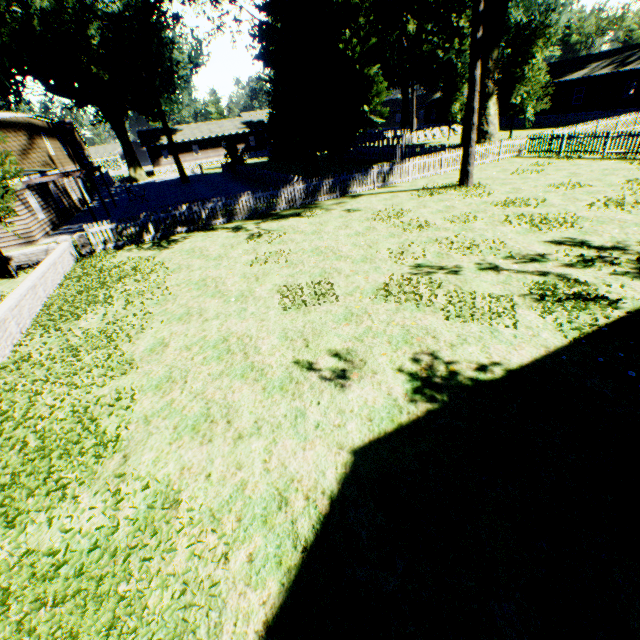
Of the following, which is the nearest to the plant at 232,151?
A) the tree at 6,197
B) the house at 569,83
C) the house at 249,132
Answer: the house at 569,83

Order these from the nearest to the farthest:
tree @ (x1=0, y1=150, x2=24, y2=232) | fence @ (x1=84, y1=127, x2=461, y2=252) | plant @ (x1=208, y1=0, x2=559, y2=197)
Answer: tree @ (x1=0, y1=150, x2=24, y2=232) < fence @ (x1=84, y1=127, x2=461, y2=252) < plant @ (x1=208, y1=0, x2=559, y2=197)

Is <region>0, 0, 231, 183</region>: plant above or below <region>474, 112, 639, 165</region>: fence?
above

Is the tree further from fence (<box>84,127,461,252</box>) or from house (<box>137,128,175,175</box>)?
house (<box>137,128,175,175</box>)

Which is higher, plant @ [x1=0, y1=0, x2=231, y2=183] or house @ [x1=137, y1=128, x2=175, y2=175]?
plant @ [x1=0, y1=0, x2=231, y2=183]

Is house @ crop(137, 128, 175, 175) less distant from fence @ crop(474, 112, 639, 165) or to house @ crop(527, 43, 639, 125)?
fence @ crop(474, 112, 639, 165)

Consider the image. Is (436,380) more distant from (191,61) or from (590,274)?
(191,61)

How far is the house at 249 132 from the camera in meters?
54.3 m
